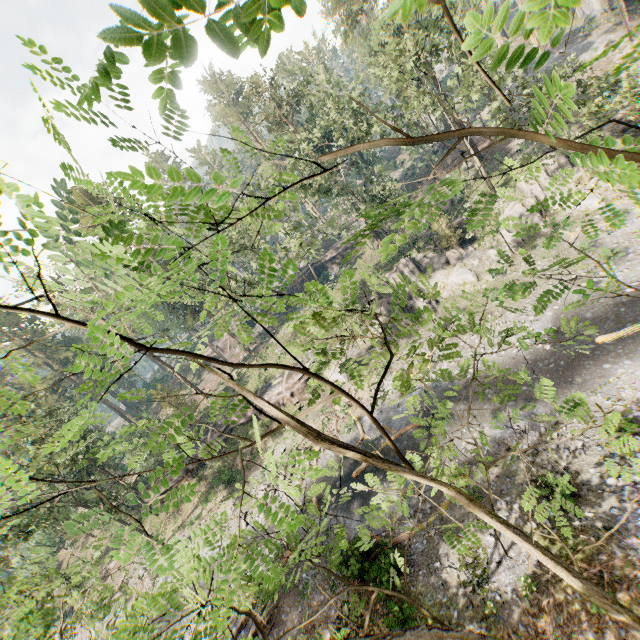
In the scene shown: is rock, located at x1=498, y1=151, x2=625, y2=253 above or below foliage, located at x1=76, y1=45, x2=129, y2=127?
below

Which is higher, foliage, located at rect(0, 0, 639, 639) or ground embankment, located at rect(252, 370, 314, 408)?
foliage, located at rect(0, 0, 639, 639)

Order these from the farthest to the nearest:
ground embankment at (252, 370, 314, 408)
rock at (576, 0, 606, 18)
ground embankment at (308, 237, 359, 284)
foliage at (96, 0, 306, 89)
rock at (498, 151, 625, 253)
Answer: ground embankment at (308, 237, 359, 284), rock at (576, 0, 606, 18), ground embankment at (252, 370, 314, 408), rock at (498, 151, 625, 253), foliage at (96, 0, 306, 89)

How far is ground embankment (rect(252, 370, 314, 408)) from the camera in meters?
35.0 m

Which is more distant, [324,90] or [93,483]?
[324,90]

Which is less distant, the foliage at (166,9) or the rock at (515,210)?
the foliage at (166,9)

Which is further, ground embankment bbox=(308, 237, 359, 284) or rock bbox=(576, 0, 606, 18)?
ground embankment bbox=(308, 237, 359, 284)

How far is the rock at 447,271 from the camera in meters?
30.3
